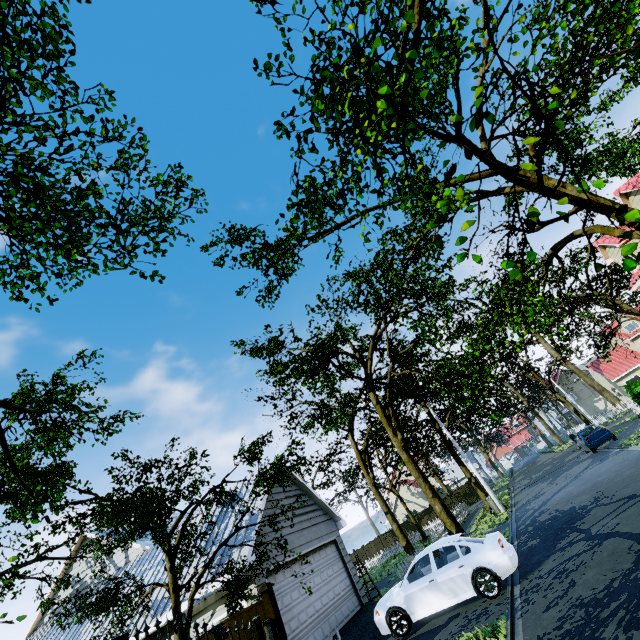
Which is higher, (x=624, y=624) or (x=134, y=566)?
(x=134, y=566)

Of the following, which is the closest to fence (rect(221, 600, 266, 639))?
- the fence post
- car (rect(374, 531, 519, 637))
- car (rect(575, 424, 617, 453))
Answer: the fence post

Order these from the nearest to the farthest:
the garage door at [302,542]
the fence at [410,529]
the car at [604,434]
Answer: the garage door at [302,542] → the car at [604,434] → the fence at [410,529]

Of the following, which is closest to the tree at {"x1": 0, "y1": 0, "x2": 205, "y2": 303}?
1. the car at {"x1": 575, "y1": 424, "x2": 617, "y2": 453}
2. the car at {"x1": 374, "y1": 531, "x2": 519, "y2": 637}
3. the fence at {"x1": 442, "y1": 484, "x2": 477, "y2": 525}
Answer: the fence at {"x1": 442, "y1": 484, "x2": 477, "y2": 525}

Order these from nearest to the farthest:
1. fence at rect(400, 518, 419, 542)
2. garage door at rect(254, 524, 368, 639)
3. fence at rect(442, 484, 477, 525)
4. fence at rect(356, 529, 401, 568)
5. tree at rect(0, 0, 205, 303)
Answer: tree at rect(0, 0, 205, 303) < garage door at rect(254, 524, 368, 639) < fence at rect(442, 484, 477, 525) < fence at rect(400, 518, 419, 542) < fence at rect(356, 529, 401, 568)

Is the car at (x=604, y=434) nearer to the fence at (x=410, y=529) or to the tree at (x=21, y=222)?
the tree at (x=21, y=222)

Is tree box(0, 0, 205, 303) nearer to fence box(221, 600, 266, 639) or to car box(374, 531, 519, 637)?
fence box(221, 600, 266, 639)

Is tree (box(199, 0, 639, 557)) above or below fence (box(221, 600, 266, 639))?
above
